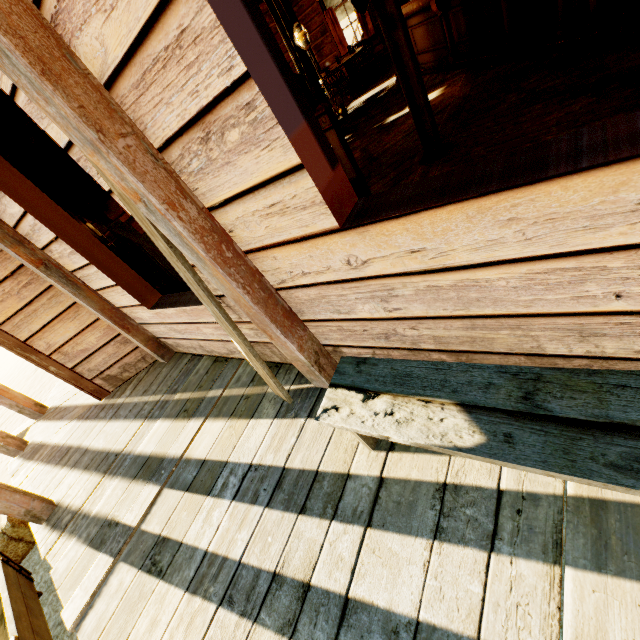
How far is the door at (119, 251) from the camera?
5.6 meters

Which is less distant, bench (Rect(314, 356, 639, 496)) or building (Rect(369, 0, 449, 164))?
bench (Rect(314, 356, 639, 496))

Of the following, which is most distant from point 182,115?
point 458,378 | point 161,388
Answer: point 161,388

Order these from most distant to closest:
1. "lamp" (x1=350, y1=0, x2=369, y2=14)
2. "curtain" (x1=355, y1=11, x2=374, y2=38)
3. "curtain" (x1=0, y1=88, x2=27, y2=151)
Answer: "curtain" (x1=355, y1=11, x2=374, y2=38) → "lamp" (x1=350, y1=0, x2=369, y2=14) → "curtain" (x1=0, y1=88, x2=27, y2=151)

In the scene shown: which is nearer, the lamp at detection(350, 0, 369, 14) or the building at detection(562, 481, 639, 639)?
the building at detection(562, 481, 639, 639)

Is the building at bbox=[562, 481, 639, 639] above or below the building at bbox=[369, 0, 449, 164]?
below

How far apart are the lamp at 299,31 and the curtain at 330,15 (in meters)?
4.78

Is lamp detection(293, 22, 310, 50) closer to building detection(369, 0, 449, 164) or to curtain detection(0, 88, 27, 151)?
building detection(369, 0, 449, 164)
